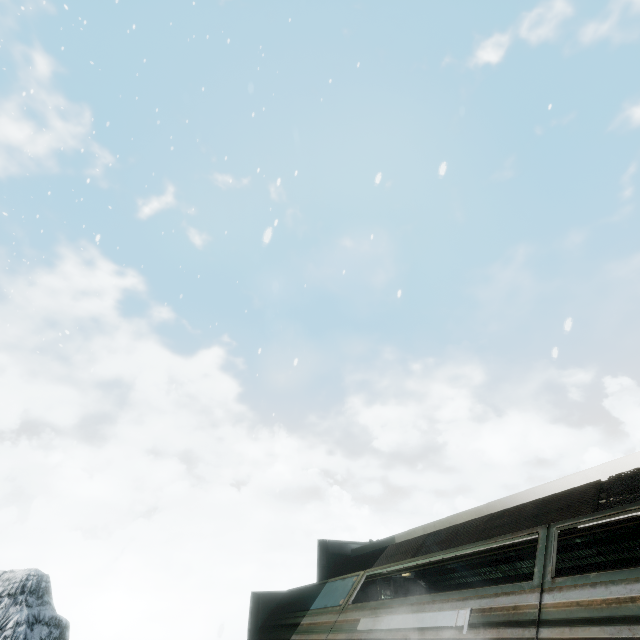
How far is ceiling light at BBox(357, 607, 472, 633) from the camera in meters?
3.3 m

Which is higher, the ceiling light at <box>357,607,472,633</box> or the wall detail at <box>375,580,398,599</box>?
the wall detail at <box>375,580,398,599</box>

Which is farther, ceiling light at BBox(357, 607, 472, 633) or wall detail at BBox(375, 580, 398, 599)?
wall detail at BBox(375, 580, 398, 599)

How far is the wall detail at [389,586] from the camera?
8.49m

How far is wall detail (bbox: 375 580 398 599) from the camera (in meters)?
8.49

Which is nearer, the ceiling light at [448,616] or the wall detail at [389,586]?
the ceiling light at [448,616]

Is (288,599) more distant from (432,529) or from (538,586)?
(538,586)
